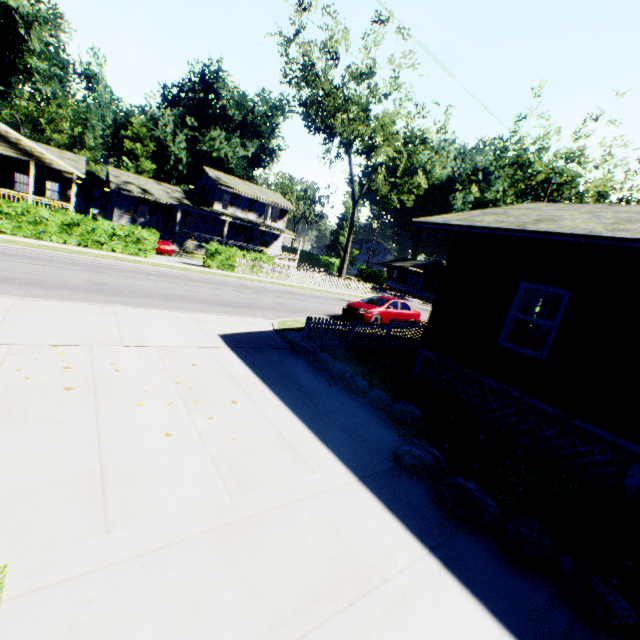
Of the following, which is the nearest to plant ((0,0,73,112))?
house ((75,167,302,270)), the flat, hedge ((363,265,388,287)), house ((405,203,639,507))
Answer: house ((75,167,302,270))

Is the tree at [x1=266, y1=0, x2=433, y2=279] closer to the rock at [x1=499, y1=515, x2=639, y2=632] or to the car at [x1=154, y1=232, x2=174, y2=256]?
the car at [x1=154, y1=232, x2=174, y2=256]

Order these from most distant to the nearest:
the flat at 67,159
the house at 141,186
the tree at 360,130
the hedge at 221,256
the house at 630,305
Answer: the house at 141,186, the tree at 360,130, the hedge at 221,256, the flat at 67,159, the house at 630,305

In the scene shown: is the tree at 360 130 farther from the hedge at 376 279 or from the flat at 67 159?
the hedge at 376 279

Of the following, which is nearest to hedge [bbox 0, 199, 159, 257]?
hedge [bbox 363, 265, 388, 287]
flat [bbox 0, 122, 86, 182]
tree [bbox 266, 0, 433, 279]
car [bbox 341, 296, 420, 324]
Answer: flat [bbox 0, 122, 86, 182]

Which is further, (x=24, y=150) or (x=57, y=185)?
(x=57, y=185)

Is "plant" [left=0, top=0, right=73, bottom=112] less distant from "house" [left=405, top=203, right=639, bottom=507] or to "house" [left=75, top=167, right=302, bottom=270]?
"house" [left=75, top=167, right=302, bottom=270]

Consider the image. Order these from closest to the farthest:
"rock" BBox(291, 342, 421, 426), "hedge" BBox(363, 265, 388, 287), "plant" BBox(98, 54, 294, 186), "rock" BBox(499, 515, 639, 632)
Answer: "rock" BBox(499, 515, 639, 632), "rock" BBox(291, 342, 421, 426), "plant" BBox(98, 54, 294, 186), "hedge" BBox(363, 265, 388, 287)
